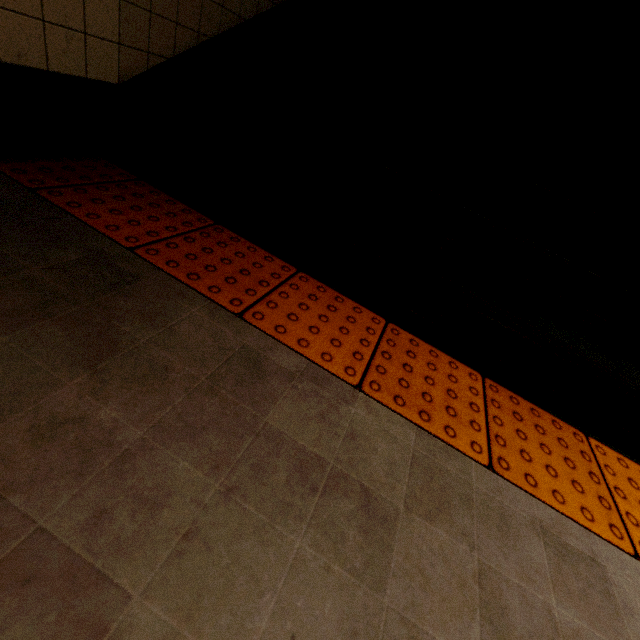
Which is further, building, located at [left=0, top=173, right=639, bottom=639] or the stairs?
the stairs

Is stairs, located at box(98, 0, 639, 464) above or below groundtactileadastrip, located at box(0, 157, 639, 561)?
above

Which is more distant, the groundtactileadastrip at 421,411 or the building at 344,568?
the groundtactileadastrip at 421,411

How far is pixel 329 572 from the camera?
0.6m

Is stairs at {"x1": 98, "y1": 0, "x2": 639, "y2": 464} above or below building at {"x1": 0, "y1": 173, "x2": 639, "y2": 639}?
above

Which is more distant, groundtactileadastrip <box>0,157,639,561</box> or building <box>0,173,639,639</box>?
groundtactileadastrip <box>0,157,639,561</box>

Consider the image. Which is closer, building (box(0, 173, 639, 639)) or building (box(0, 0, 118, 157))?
building (box(0, 173, 639, 639))

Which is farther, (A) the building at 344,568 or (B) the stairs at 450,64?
(B) the stairs at 450,64
